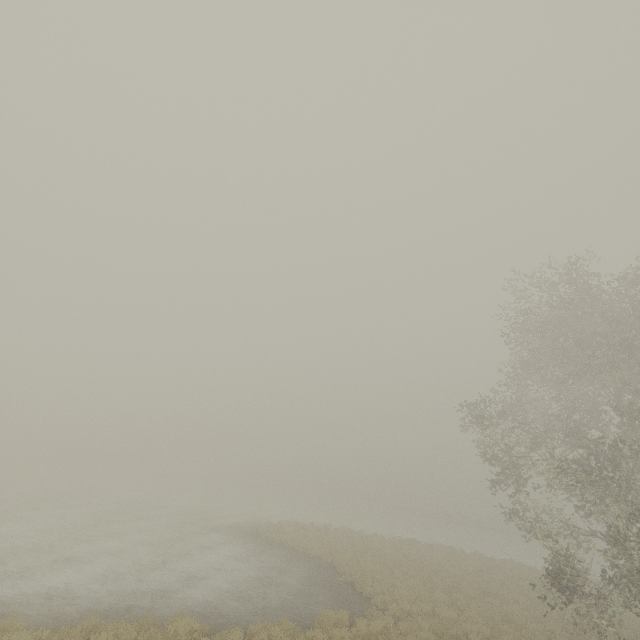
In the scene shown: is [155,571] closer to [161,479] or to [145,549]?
[145,549]
